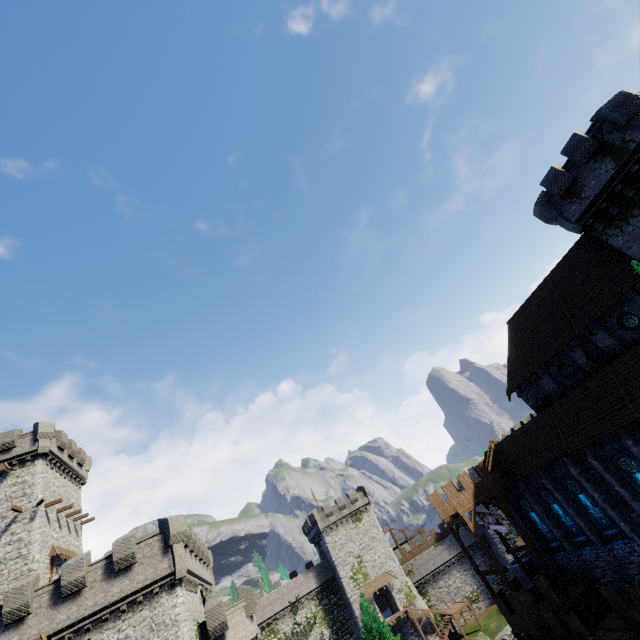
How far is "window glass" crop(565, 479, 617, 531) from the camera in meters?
23.1

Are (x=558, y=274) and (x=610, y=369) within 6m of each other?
no

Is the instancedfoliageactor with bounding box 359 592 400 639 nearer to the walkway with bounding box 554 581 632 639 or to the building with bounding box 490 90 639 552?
the walkway with bounding box 554 581 632 639

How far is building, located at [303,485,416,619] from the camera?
49.2m

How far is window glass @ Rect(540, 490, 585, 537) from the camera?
25.3 meters

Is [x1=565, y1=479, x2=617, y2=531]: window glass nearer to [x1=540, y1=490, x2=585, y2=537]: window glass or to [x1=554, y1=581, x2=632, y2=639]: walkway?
[x1=540, y1=490, x2=585, y2=537]: window glass

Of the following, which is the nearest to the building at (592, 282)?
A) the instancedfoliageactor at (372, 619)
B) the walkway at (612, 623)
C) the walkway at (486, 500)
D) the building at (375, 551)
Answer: the walkway at (486, 500)

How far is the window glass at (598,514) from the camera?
23.1 meters
